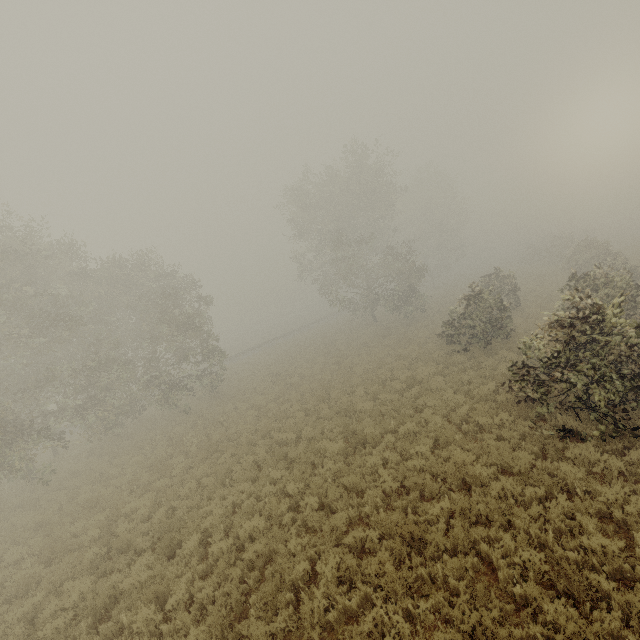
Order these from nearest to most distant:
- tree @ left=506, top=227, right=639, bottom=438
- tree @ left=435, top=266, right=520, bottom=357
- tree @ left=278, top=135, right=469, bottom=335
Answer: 1. tree @ left=506, top=227, right=639, bottom=438
2. tree @ left=435, top=266, right=520, bottom=357
3. tree @ left=278, top=135, right=469, bottom=335

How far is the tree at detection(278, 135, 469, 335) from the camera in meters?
29.2 m

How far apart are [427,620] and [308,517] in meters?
4.4 m

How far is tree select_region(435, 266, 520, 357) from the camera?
16.3m

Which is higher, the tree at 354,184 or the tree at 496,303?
the tree at 354,184

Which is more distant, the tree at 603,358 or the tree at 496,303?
the tree at 496,303

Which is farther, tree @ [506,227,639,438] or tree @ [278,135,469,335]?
tree @ [278,135,469,335]
